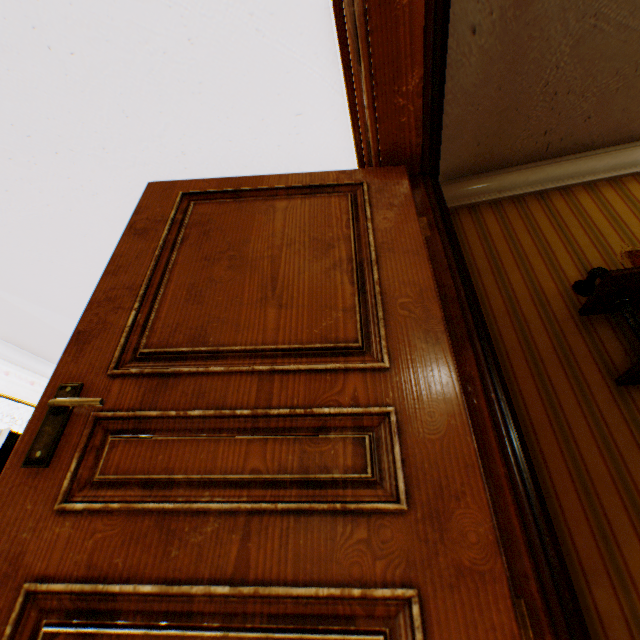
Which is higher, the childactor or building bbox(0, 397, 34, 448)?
building bbox(0, 397, 34, 448)

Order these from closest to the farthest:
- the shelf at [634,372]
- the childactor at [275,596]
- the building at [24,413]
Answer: the childactor at [275,596]
the shelf at [634,372]
the building at [24,413]

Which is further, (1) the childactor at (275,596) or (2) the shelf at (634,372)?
(2) the shelf at (634,372)

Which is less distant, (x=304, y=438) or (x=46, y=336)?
(x=304, y=438)

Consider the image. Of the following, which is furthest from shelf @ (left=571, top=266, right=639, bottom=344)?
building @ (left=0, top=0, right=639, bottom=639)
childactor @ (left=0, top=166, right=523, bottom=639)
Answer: childactor @ (left=0, top=166, right=523, bottom=639)

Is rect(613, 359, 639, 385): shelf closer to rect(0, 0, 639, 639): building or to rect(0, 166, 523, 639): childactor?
rect(0, 0, 639, 639): building
